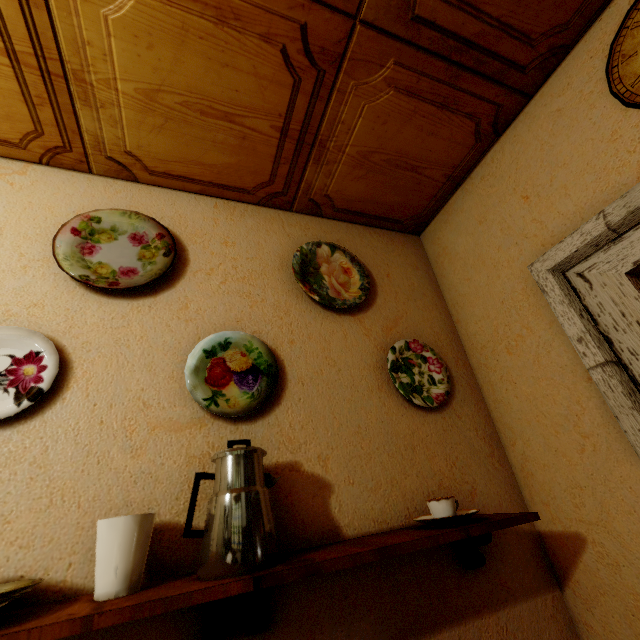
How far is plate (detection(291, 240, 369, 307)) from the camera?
1.35m

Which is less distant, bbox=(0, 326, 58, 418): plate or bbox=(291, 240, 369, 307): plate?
bbox=(0, 326, 58, 418): plate

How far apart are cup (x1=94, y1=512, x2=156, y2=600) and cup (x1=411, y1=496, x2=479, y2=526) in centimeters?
72cm

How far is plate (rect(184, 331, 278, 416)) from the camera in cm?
99

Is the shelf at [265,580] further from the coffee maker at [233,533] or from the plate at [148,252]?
the plate at [148,252]

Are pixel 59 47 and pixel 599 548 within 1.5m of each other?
no

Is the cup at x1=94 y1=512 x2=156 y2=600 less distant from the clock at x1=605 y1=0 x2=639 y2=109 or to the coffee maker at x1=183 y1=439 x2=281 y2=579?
the coffee maker at x1=183 y1=439 x2=281 y2=579

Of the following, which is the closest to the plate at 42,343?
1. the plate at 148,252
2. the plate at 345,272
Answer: the plate at 148,252
